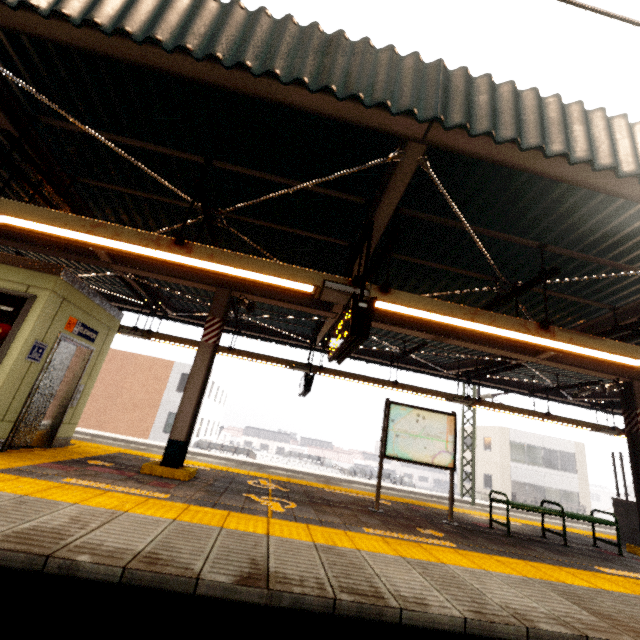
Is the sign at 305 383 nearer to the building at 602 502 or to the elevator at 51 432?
the elevator at 51 432

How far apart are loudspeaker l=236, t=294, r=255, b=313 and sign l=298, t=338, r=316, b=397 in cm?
249

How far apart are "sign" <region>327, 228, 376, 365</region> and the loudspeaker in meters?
2.5

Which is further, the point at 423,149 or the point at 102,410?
the point at 102,410

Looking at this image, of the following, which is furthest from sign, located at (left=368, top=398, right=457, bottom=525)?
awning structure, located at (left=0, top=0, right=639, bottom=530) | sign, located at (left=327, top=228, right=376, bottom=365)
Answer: sign, located at (left=327, top=228, right=376, bottom=365)

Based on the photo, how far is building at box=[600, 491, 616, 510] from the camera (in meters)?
58.25

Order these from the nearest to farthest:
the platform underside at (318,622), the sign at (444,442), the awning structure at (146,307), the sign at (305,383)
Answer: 1. the platform underside at (318,622)
2. the awning structure at (146,307)
3. the sign at (444,442)
4. the sign at (305,383)

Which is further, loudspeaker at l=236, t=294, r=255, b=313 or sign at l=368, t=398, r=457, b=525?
loudspeaker at l=236, t=294, r=255, b=313
